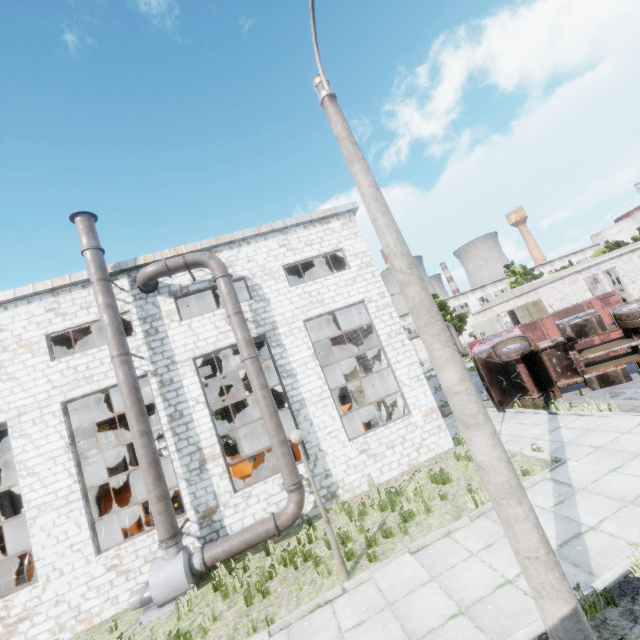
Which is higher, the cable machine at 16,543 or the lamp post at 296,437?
the lamp post at 296,437

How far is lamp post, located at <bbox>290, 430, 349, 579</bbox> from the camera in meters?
7.4 m

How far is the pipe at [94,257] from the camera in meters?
11.1

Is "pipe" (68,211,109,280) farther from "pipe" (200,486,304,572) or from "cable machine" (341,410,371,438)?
"cable machine" (341,410,371,438)

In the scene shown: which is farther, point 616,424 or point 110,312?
point 110,312

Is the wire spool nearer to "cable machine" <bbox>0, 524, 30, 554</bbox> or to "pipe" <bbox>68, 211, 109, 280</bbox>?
"cable machine" <bbox>0, 524, 30, 554</bbox>

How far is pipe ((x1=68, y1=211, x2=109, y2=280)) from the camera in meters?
11.1

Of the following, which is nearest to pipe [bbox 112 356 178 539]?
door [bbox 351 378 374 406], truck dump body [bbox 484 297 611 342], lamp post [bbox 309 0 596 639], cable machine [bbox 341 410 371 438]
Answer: cable machine [bbox 341 410 371 438]
